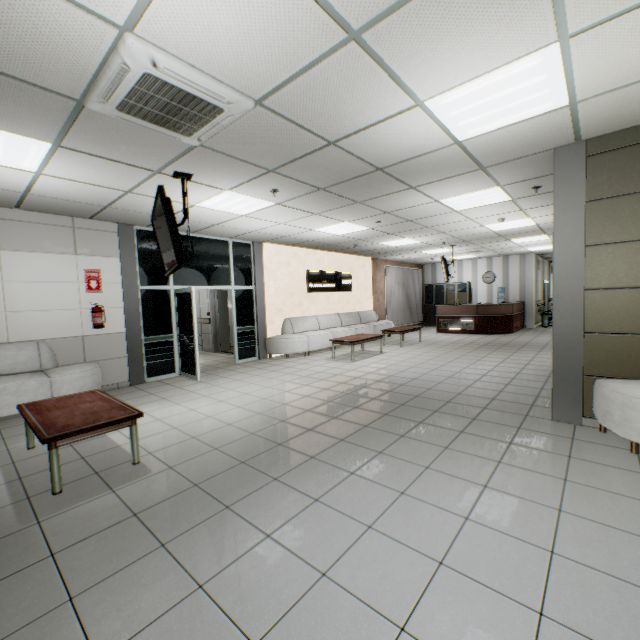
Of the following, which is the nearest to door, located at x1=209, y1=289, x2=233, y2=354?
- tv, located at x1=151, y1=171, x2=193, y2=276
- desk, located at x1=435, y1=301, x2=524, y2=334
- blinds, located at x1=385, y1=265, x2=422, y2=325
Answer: tv, located at x1=151, y1=171, x2=193, y2=276

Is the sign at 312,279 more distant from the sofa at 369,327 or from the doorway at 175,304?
the doorway at 175,304

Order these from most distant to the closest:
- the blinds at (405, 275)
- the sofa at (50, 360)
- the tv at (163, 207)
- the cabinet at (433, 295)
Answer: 1. the cabinet at (433, 295)
2. the blinds at (405, 275)
3. the sofa at (50, 360)
4. the tv at (163, 207)

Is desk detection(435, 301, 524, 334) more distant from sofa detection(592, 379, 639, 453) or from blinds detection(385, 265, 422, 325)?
sofa detection(592, 379, 639, 453)

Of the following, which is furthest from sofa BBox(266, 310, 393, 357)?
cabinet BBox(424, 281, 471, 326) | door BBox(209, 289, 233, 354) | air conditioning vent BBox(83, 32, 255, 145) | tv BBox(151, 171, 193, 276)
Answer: air conditioning vent BBox(83, 32, 255, 145)

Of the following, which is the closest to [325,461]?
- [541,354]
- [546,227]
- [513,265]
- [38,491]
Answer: [38,491]

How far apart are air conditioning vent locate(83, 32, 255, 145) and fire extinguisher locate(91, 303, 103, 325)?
4.2m

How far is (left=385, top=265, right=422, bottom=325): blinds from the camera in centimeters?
1434cm
